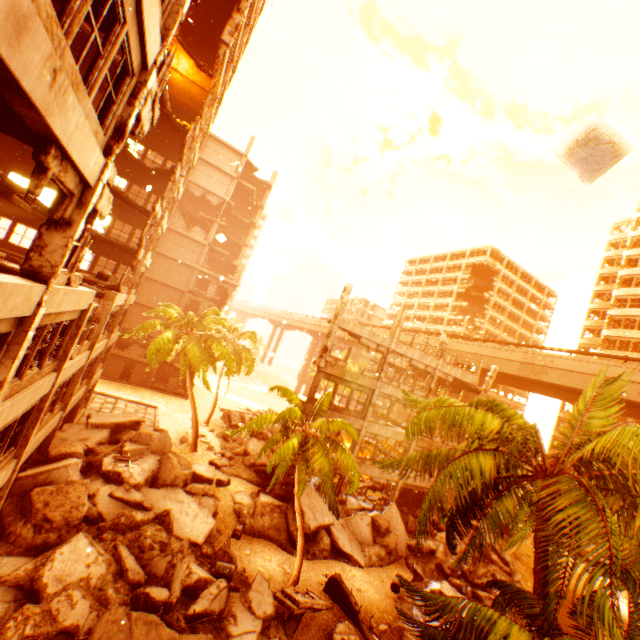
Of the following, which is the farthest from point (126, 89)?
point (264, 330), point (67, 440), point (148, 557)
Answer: point (264, 330)

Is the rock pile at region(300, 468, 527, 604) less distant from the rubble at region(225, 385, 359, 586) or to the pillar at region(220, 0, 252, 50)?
the rubble at region(225, 385, 359, 586)

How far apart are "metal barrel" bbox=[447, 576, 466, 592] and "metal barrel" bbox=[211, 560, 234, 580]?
12.9 meters

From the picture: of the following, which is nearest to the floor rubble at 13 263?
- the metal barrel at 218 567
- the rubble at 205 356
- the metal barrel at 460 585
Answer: the rubble at 205 356

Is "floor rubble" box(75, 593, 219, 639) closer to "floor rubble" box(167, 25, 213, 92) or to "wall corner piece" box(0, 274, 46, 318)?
"wall corner piece" box(0, 274, 46, 318)

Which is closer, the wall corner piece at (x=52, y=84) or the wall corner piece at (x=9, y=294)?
the wall corner piece at (x=52, y=84)

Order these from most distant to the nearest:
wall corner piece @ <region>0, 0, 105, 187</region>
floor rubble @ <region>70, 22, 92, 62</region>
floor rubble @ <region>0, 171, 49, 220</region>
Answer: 1. floor rubble @ <region>70, 22, 92, 62</region>
2. floor rubble @ <region>0, 171, 49, 220</region>
3. wall corner piece @ <region>0, 0, 105, 187</region>

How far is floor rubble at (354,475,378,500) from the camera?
26.42m
